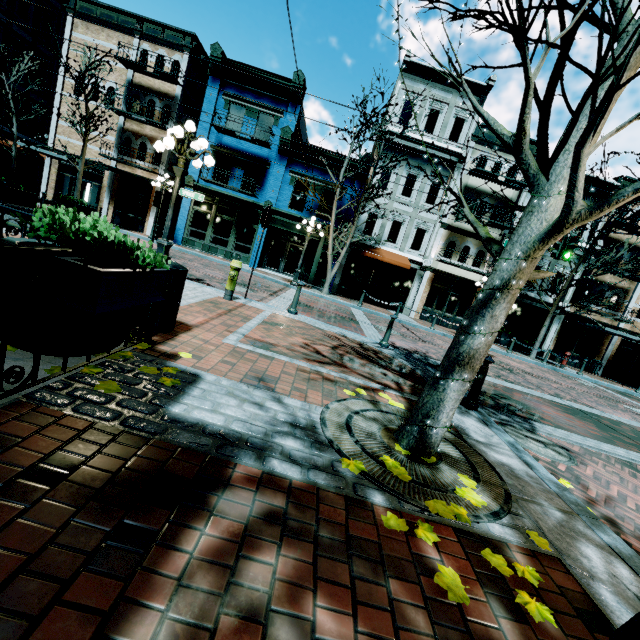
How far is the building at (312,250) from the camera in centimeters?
2031cm

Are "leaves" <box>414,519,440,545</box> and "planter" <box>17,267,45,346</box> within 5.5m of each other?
yes

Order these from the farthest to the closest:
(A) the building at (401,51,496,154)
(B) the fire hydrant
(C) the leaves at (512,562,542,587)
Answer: (A) the building at (401,51,496,154) < (B) the fire hydrant < (C) the leaves at (512,562,542,587)

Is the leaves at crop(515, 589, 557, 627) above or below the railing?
below

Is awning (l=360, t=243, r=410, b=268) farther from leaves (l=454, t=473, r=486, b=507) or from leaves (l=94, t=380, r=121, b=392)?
leaves (l=94, t=380, r=121, b=392)

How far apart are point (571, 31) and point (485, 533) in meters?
3.8 m

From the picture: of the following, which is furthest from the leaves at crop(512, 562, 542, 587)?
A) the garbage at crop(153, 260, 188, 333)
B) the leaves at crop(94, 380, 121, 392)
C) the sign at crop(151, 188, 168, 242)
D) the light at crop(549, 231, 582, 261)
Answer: the light at crop(549, 231, 582, 261)
